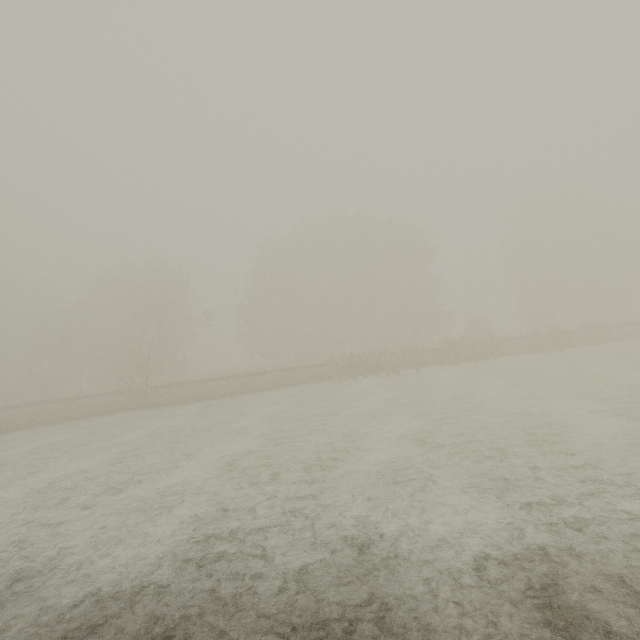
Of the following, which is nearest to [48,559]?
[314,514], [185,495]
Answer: [185,495]
